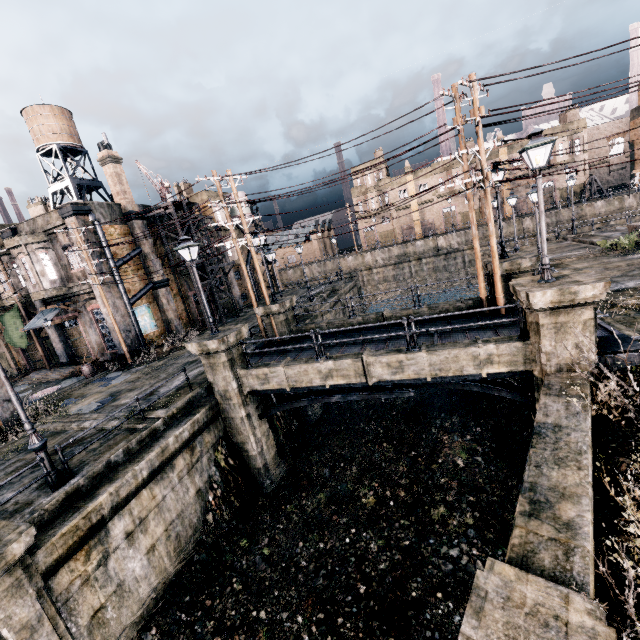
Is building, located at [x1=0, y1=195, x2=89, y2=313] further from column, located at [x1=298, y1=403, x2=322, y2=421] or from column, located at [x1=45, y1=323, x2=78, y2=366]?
column, located at [x1=298, y1=403, x2=322, y2=421]

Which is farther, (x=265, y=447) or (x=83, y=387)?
(x=83, y=387)

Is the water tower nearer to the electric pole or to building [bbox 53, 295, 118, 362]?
the electric pole

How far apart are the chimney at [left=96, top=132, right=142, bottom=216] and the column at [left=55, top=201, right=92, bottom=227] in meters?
2.9

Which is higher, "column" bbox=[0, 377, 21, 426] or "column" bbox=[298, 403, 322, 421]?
"column" bbox=[0, 377, 21, 426]

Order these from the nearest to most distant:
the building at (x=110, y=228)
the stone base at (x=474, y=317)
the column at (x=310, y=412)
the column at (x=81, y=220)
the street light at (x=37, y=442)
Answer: the street light at (x=37, y=442)
the stone base at (x=474, y=317)
the column at (x=310, y=412)
the column at (x=81, y=220)
the building at (x=110, y=228)

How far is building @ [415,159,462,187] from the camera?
56.3 meters

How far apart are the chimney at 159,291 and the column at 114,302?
2.88m
